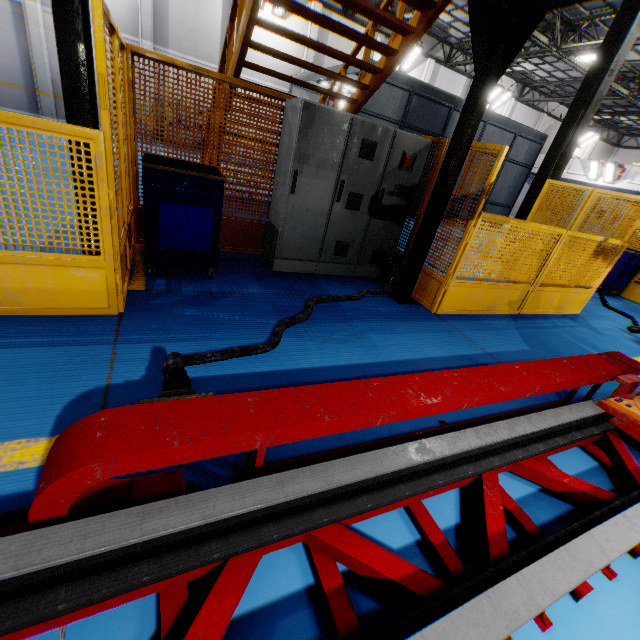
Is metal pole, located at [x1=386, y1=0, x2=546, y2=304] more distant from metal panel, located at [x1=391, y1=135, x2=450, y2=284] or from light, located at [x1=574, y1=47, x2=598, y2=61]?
light, located at [x1=574, y1=47, x2=598, y2=61]

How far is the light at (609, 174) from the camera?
21.0 meters

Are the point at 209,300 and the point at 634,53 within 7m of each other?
no

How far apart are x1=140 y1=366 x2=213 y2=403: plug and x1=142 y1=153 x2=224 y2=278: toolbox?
2.3 meters

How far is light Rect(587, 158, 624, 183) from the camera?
21.0 meters

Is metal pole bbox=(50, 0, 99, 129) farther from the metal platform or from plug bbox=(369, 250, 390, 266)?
plug bbox=(369, 250, 390, 266)

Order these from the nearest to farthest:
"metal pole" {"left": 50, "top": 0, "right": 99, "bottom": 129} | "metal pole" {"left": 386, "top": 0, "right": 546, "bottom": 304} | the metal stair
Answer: "metal pole" {"left": 50, "top": 0, "right": 99, "bottom": 129}
"metal pole" {"left": 386, "top": 0, "right": 546, "bottom": 304}
the metal stair

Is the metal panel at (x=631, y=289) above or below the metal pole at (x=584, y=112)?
below
